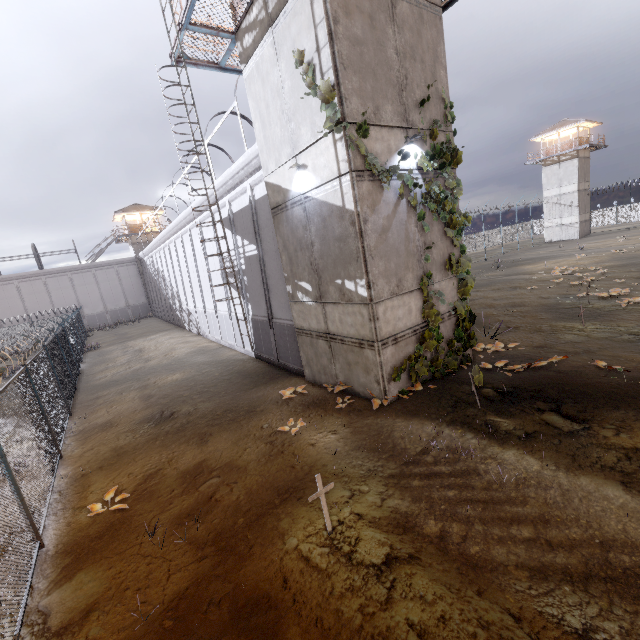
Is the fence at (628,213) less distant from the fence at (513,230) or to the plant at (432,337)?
the plant at (432,337)

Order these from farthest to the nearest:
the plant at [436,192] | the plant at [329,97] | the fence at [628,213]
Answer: the fence at [628,213]
the plant at [436,192]
the plant at [329,97]

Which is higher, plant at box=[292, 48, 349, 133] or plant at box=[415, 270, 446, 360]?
plant at box=[292, 48, 349, 133]

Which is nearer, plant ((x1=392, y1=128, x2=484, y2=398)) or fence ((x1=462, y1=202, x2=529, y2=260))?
plant ((x1=392, y1=128, x2=484, y2=398))

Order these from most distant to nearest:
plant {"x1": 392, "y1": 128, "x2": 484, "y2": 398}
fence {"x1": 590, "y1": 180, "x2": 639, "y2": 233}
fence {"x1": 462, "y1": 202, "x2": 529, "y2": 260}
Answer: fence {"x1": 590, "y1": 180, "x2": 639, "y2": 233} < fence {"x1": 462, "y1": 202, "x2": 529, "y2": 260} < plant {"x1": 392, "y1": 128, "x2": 484, "y2": 398}

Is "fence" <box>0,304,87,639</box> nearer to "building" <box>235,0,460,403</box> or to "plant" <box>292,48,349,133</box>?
"building" <box>235,0,460,403</box>

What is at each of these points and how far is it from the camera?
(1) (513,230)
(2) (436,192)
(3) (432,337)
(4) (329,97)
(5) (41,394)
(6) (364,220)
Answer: (1) fence, 56.7m
(2) plant, 8.5m
(3) plant, 8.8m
(4) plant, 6.9m
(5) fence, 9.4m
(6) building, 7.4m

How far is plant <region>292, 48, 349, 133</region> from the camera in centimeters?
677cm
